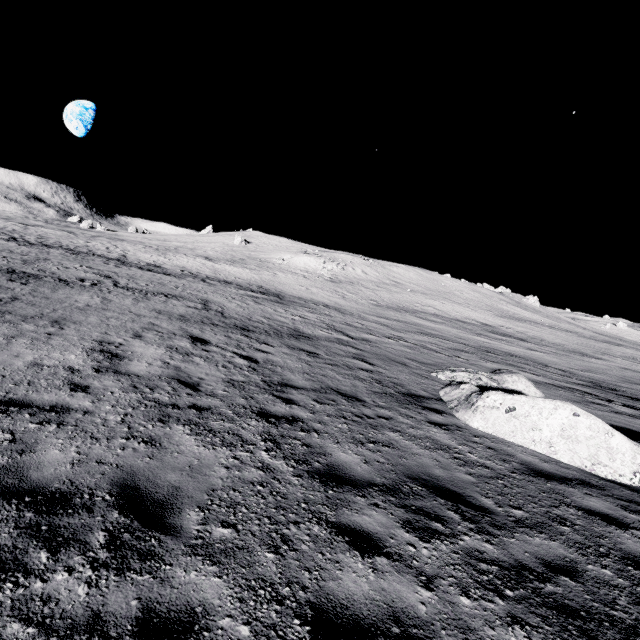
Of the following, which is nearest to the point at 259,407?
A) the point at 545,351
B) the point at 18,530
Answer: the point at 18,530
